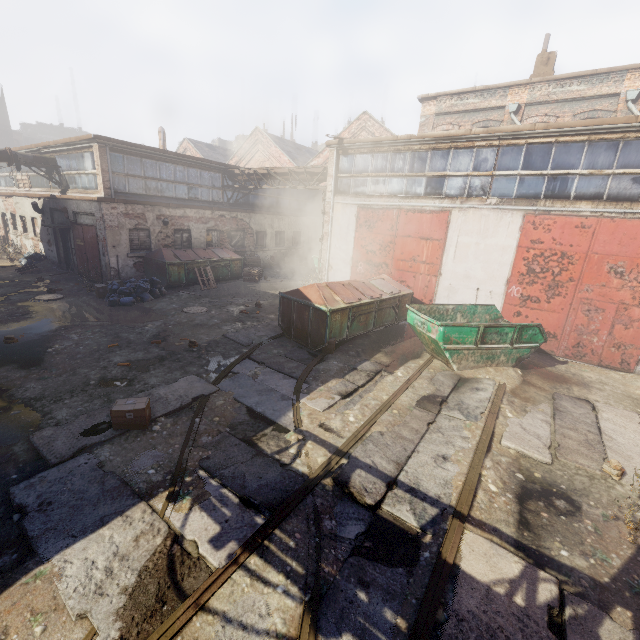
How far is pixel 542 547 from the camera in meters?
4.0 m

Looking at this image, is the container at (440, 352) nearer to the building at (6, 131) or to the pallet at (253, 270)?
the pallet at (253, 270)

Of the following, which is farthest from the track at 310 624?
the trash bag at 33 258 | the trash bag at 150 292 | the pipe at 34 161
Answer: the trash bag at 33 258

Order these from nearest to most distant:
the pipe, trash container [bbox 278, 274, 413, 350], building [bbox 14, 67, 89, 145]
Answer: trash container [bbox 278, 274, 413, 350] < the pipe < building [bbox 14, 67, 89, 145]

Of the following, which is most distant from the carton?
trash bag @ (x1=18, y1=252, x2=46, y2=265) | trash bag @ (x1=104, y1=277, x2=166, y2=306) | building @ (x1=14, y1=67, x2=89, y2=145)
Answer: building @ (x1=14, y1=67, x2=89, y2=145)

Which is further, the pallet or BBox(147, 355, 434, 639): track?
the pallet

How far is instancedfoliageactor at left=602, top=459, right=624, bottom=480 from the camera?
5.24m

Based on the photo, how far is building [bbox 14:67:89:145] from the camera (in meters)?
47.63
